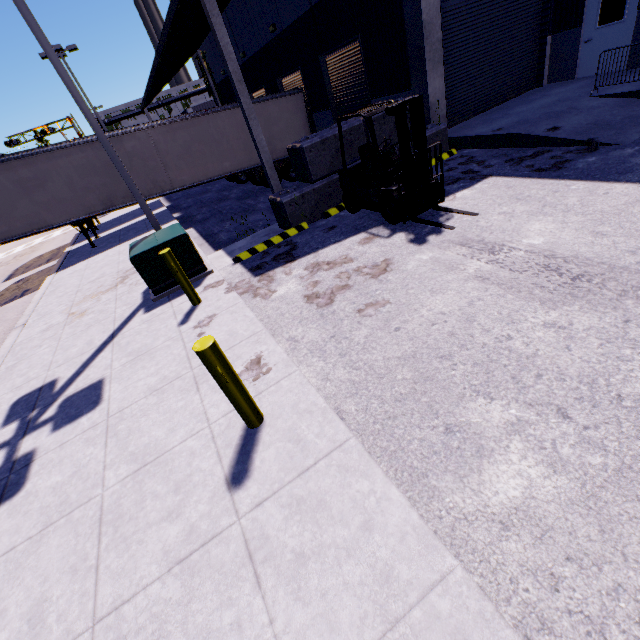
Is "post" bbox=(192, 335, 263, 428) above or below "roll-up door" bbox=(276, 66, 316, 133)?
below

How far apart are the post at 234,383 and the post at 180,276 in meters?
3.4

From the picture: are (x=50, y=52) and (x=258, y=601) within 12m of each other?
yes

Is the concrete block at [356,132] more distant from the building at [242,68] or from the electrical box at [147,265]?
the electrical box at [147,265]

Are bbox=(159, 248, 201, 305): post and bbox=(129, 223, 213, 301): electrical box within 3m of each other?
yes

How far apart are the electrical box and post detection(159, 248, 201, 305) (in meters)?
1.00

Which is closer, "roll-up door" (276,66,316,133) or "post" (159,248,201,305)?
"post" (159,248,201,305)

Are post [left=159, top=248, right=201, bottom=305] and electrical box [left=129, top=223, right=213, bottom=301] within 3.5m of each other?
yes
